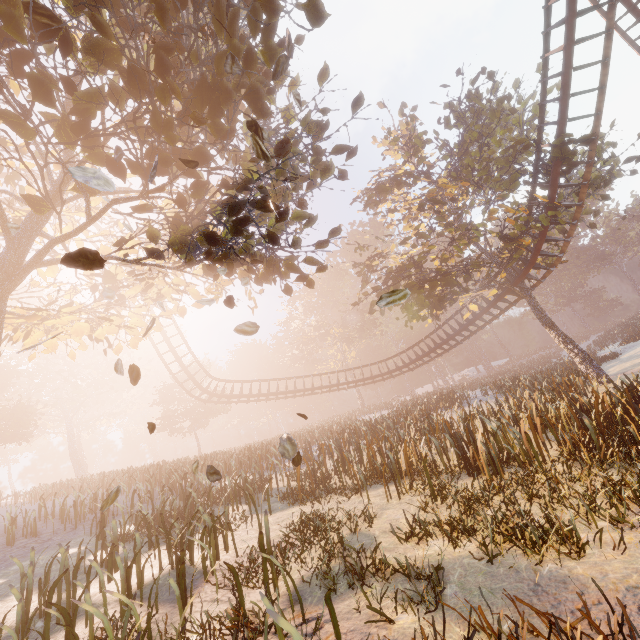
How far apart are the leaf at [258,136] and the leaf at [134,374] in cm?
286

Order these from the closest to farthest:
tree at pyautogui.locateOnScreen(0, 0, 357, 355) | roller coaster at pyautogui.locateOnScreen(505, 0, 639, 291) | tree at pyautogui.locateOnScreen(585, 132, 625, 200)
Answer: tree at pyautogui.locateOnScreen(0, 0, 357, 355) < roller coaster at pyautogui.locateOnScreen(505, 0, 639, 291) < tree at pyautogui.locateOnScreen(585, 132, 625, 200)

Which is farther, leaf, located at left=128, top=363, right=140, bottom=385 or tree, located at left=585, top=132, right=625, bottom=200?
tree, located at left=585, top=132, right=625, bottom=200

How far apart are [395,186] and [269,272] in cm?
2047

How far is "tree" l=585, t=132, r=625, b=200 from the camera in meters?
15.0 m

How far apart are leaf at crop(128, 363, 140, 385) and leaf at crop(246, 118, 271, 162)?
2.9m

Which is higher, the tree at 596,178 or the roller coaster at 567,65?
the roller coaster at 567,65

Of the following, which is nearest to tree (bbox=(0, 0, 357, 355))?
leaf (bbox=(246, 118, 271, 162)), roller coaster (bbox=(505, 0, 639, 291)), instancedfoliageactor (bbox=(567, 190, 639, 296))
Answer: roller coaster (bbox=(505, 0, 639, 291))
